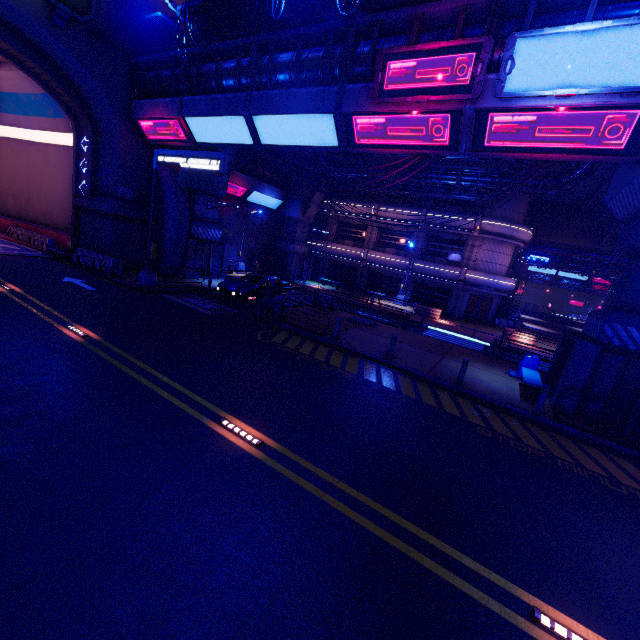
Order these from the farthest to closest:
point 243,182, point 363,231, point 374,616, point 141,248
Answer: point 363,231 < point 243,182 < point 141,248 < point 374,616

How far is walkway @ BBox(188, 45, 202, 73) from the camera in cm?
1616

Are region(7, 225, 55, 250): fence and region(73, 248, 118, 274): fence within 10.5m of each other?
yes

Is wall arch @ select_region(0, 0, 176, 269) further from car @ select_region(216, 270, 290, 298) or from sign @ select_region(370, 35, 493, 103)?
sign @ select_region(370, 35, 493, 103)

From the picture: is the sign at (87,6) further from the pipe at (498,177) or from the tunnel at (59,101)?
the pipe at (498,177)

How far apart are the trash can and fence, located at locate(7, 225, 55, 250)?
32.56m

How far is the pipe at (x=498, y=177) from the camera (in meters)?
20.90

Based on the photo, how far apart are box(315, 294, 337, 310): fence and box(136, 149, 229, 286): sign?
9.4m
